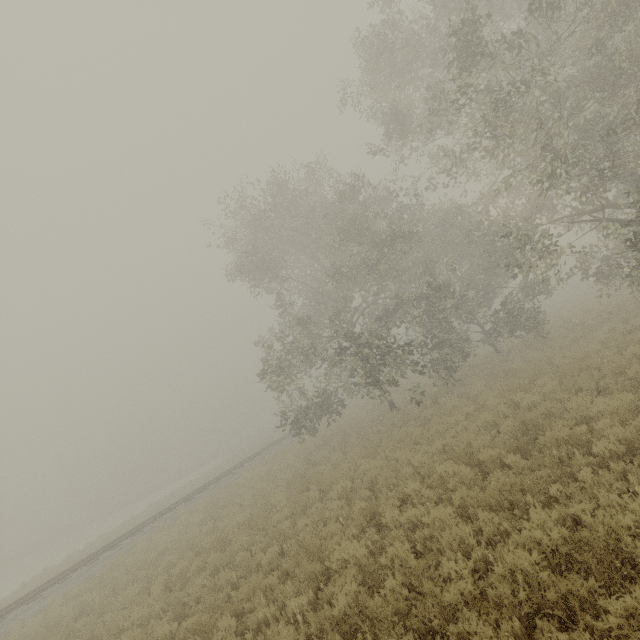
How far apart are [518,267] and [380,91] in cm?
1319
